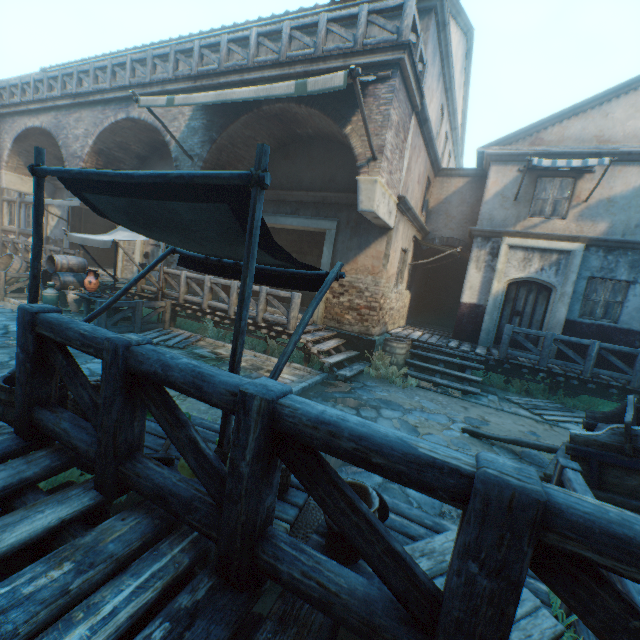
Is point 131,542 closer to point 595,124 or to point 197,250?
point 197,250

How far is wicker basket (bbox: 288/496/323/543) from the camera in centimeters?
273cm

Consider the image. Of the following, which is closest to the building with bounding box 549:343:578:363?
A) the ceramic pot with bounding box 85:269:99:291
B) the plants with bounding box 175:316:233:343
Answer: the plants with bounding box 175:316:233:343

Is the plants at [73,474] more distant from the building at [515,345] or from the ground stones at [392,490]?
the building at [515,345]

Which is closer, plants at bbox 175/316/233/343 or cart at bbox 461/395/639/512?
cart at bbox 461/395/639/512

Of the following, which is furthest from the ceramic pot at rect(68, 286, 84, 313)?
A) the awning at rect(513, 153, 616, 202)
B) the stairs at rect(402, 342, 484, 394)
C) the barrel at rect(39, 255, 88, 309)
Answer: the awning at rect(513, 153, 616, 202)

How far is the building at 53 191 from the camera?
15.69m

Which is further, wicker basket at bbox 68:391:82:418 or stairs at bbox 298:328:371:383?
stairs at bbox 298:328:371:383
